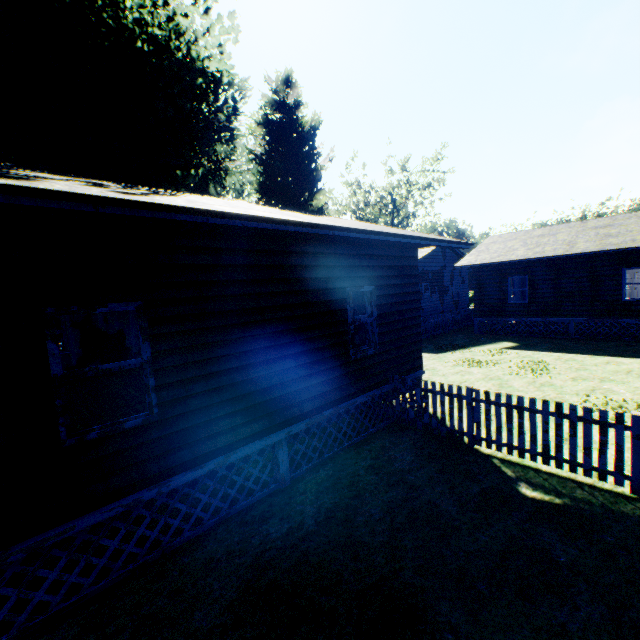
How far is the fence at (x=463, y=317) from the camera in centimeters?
2059cm

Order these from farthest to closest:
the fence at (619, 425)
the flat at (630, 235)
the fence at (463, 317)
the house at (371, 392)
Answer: the fence at (463, 317)
the flat at (630, 235)
the fence at (619, 425)
the house at (371, 392)

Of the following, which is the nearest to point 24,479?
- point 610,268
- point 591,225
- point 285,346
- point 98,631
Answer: point 98,631

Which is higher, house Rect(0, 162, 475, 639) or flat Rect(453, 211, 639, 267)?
flat Rect(453, 211, 639, 267)

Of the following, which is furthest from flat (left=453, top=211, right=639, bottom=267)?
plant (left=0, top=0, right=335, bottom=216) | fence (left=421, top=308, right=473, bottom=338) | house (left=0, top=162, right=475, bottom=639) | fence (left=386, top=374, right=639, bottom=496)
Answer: house (left=0, top=162, right=475, bottom=639)

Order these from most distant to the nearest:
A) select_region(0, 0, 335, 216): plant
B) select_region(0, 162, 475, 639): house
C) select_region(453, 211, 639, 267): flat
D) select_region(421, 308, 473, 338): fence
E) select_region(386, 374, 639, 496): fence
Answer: select_region(421, 308, 473, 338): fence, select_region(453, 211, 639, 267): flat, select_region(0, 0, 335, 216): plant, select_region(386, 374, 639, 496): fence, select_region(0, 162, 475, 639): house

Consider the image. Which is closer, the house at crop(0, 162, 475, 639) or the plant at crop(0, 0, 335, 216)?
the house at crop(0, 162, 475, 639)

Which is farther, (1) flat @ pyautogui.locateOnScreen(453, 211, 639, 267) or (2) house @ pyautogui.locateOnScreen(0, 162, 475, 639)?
(1) flat @ pyautogui.locateOnScreen(453, 211, 639, 267)
